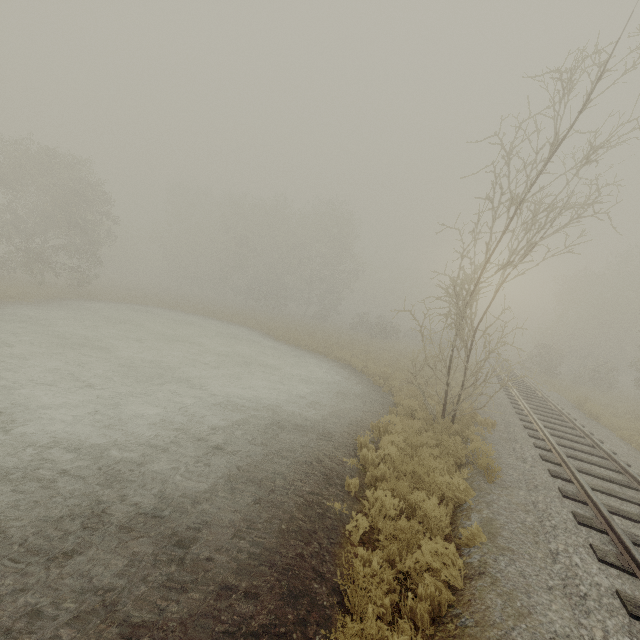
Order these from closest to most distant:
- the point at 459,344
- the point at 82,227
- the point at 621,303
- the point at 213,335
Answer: the point at 459,344 < the point at 213,335 < the point at 82,227 < the point at 621,303
